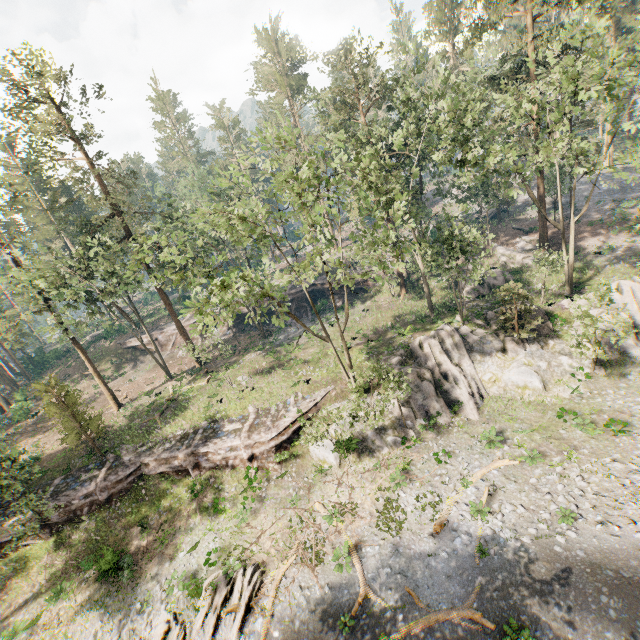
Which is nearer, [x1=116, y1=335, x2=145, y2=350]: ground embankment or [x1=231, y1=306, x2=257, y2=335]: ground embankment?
[x1=231, y1=306, x2=257, y2=335]: ground embankment

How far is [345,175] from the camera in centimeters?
2778cm

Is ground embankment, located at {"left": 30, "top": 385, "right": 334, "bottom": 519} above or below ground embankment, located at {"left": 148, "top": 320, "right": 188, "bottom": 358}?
below

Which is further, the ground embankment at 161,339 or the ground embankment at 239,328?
the ground embankment at 161,339

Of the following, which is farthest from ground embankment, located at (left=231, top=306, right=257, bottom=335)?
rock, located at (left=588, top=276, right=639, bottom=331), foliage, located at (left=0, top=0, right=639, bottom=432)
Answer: rock, located at (left=588, top=276, right=639, bottom=331)

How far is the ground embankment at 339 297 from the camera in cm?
4159

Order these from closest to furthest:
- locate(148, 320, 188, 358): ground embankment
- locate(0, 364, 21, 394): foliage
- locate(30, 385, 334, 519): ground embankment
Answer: locate(30, 385, 334, 519): ground embankment → locate(148, 320, 188, 358): ground embankment → locate(0, 364, 21, 394): foliage

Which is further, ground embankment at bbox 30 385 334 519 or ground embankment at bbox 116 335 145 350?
ground embankment at bbox 116 335 145 350
